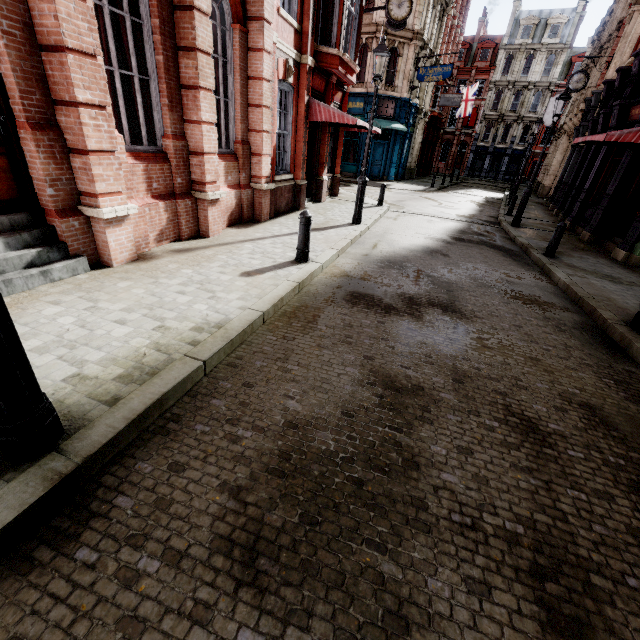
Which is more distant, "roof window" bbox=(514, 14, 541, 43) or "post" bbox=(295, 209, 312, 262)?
"roof window" bbox=(514, 14, 541, 43)

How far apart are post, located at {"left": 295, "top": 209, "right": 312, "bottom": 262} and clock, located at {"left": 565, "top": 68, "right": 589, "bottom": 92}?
21.4m

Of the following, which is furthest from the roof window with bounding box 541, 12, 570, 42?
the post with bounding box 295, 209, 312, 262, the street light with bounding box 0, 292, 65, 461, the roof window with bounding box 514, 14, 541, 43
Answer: the street light with bounding box 0, 292, 65, 461

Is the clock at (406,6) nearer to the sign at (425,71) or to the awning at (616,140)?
the awning at (616,140)

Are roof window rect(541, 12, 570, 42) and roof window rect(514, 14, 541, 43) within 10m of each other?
yes

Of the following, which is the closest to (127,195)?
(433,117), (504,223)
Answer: (504,223)

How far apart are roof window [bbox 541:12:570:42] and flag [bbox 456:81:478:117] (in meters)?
18.71

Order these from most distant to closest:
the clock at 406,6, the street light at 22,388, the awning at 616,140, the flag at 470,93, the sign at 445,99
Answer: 1. the flag at 470,93
2. the sign at 445,99
3. the clock at 406,6
4. the awning at 616,140
5. the street light at 22,388
